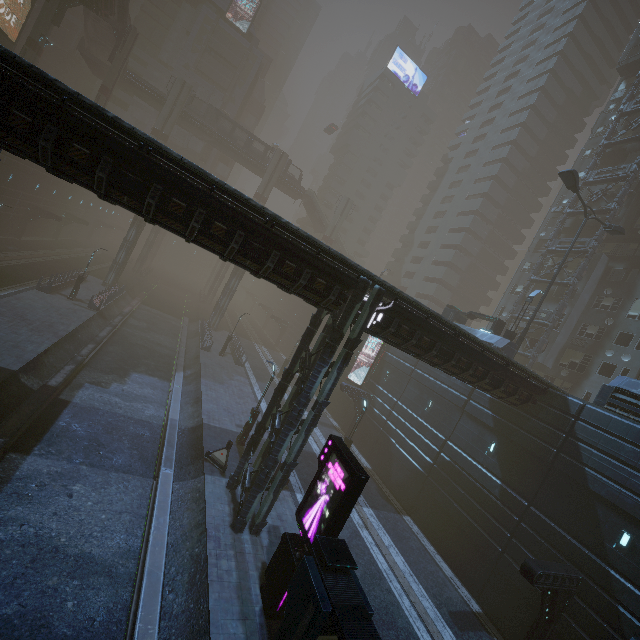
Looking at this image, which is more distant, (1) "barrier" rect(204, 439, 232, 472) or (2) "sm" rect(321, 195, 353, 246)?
(2) "sm" rect(321, 195, 353, 246)

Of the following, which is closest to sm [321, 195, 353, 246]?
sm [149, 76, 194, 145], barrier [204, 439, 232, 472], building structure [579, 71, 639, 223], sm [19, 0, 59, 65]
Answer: sm [149, 76, 194, 145]

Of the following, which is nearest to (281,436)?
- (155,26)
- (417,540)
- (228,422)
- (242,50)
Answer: (228,422)

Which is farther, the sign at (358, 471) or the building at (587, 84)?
the building at (587, 84)

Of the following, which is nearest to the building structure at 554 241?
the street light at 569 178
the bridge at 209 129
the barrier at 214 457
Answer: the street light at 569 178

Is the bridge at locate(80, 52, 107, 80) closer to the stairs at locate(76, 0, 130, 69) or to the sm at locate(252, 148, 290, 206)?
the stairs at locate(76, 0, 130, 69)

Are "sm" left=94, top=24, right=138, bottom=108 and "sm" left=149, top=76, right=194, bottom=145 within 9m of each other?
yes

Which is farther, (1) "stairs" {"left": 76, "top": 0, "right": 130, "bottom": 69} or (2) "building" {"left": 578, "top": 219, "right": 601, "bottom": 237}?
(1) "stairs" {"left": 76, "top": 0, "right": 130, "bottom": 69}
